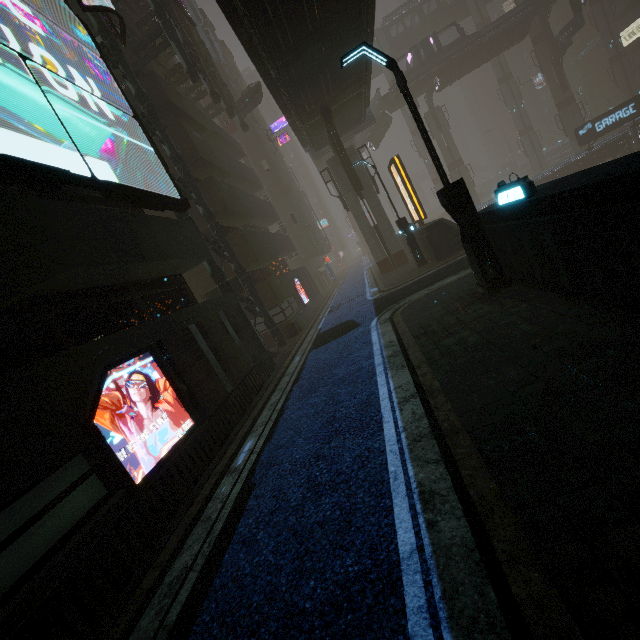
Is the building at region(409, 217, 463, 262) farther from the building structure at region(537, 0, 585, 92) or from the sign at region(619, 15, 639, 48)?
the building structure at region(537, 0, 585, 92)

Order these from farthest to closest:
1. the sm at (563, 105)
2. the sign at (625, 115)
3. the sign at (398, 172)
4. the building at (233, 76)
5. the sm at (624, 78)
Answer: the sm at (624, 78)
the sm at (563, 105)
the sign at (625, 115)
the building at (233, 76)
the sign at (398, 172)

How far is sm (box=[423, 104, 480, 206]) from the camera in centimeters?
4628cm

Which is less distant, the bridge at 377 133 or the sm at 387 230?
the sm at 387 230

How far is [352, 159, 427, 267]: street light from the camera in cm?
1779

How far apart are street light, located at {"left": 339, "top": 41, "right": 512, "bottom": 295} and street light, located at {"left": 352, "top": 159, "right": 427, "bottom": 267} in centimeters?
967cm

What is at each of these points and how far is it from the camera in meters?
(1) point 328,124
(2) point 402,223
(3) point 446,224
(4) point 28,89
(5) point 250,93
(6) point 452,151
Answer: (1) building structure, 19.8 m
(2) street light, 18.0 m
(3) building, 16.7 m
(4) sign, 7.0 m
(5) grey, 28.0 m
(6) sm, 46.9 m

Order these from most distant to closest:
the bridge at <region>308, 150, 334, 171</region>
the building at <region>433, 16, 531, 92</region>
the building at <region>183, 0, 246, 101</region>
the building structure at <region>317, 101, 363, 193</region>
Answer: the building at <region>433, 16, 531, 92</region>
the bridge at <region>308, 150, 334, 171</region>
the building at <region>183, 0, 246, 101</region>
the building structure at <region>317, 101, 363, 193</region>
